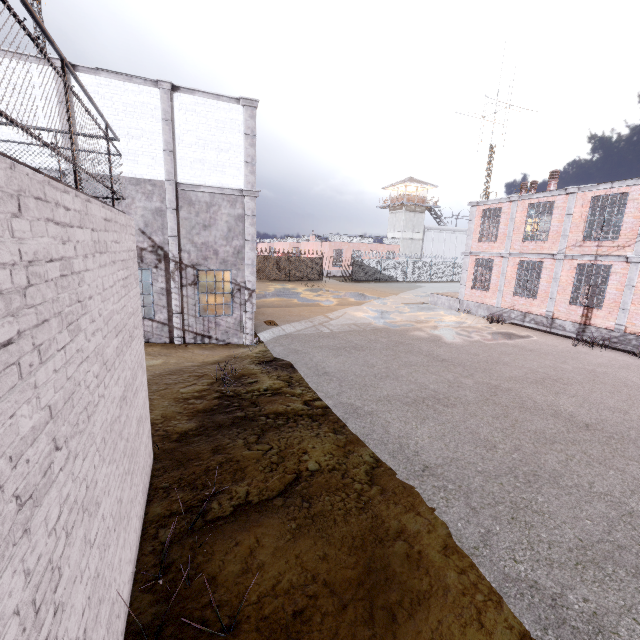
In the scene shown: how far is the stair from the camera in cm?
2234

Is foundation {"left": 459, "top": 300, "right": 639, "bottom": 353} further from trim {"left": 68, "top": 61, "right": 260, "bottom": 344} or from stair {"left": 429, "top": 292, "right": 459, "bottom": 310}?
trim {"left": 68, "top": 61, "right": 260, "bottom": 344}

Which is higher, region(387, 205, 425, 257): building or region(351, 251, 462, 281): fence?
region(387, 205, 425, 257): building

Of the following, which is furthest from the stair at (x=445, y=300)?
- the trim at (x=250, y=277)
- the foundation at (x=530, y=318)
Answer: the trim at (x=250, y=277)

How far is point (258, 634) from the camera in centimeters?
320cm

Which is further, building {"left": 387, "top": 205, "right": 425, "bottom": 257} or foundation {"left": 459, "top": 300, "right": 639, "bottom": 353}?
building {"left": 387, "top": 205, "right": 425, "bottom": 257}

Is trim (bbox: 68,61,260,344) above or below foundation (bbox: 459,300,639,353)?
above

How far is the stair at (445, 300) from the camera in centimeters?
2234cm
